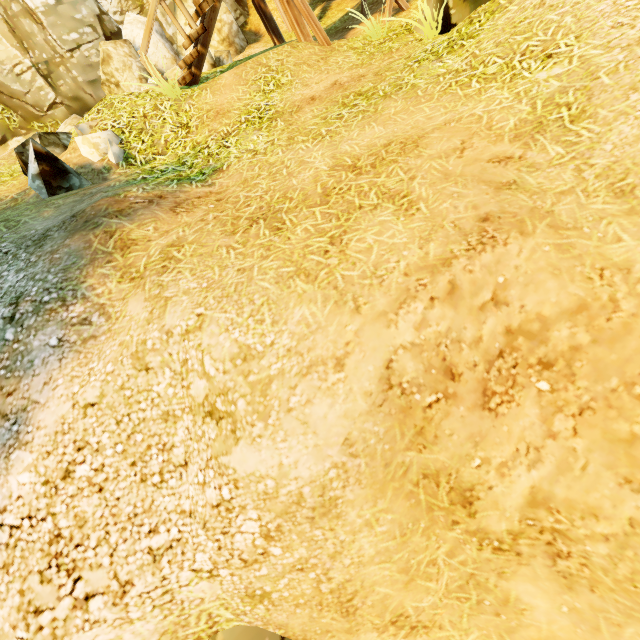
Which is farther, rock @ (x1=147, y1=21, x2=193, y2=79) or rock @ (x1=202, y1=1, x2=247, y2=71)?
rock @ (x1=147, y1=21, x2=193, y2=79)

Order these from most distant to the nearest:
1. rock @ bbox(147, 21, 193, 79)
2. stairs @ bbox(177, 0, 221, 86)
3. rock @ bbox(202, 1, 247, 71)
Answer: rock @ bbox(147, 21, 193, 79) < rock @ bbox(202, 1, 247, 71) < stairs @ bbox(177, 0, 221, 86)

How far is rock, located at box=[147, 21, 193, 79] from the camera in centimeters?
1016cm

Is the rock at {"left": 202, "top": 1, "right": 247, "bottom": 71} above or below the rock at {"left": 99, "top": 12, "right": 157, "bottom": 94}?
below

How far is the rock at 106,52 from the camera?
9.3m

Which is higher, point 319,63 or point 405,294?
point 319,63
